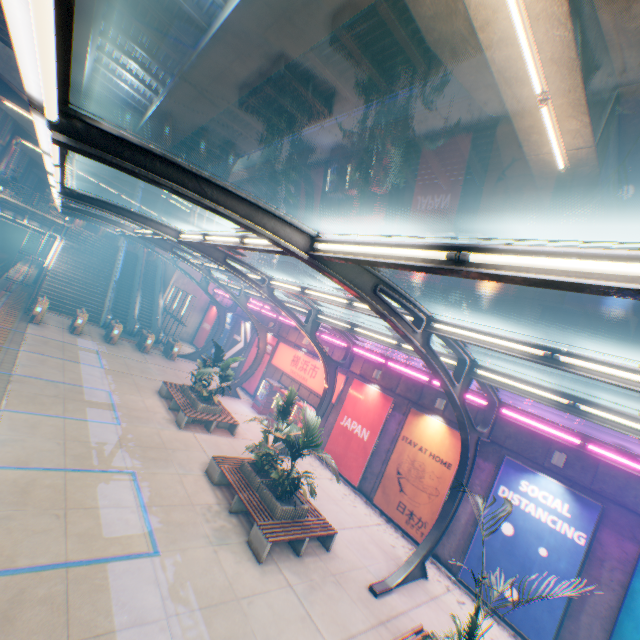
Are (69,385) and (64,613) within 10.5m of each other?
yes

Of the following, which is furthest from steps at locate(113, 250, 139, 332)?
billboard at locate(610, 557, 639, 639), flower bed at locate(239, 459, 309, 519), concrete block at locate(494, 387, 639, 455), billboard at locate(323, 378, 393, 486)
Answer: billboard at locate(610, 557, 639, 639)

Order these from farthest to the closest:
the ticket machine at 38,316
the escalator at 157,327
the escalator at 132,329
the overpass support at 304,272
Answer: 1. the overpass support at 304,272
2. the escalator at 157,327
3. the escalator at 132,329
4. the ticket machine at 38,316

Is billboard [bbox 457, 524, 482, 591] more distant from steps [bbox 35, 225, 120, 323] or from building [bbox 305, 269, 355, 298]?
building [bbox 305, 269, 355, 298]

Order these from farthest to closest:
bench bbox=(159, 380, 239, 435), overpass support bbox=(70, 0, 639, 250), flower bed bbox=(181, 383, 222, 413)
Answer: flower bed bbox=(181, 383, 222, 413) < bench bbox=(159, 380, 239, 435) < overpass support bbox=(70, 0, 639, 250)

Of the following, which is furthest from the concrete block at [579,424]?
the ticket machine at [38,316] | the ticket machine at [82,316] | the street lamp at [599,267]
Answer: the ticket machine at [38,316]

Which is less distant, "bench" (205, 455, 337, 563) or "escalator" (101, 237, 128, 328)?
"bench" (205, 455, 337, 563)

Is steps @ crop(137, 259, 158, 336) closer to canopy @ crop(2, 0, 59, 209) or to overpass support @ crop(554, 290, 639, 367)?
canopy @ crop(2, 0, 59, 209)
